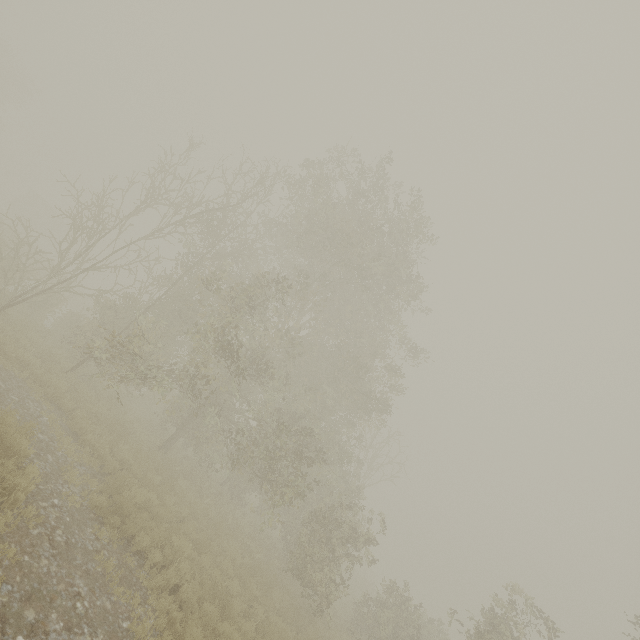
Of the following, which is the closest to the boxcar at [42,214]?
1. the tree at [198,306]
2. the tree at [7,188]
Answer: the tree at [7,188]

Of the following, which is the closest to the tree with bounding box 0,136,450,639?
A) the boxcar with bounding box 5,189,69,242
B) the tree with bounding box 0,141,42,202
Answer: the boxcar with bounding box 5,189,69,242

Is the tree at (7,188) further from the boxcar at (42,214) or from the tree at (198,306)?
the tree at (198,306)

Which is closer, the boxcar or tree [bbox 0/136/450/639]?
tree [bbox 0/136/450/639]

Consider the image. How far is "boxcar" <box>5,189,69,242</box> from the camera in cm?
4244

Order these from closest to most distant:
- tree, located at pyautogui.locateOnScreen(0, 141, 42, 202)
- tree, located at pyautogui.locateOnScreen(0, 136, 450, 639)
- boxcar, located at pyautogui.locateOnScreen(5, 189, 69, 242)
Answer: tree, located at pyautogui.locateOnScreen(0, 136, 450, 639)
boxcar, located at pyautogui.locateOnScreen(5, 189, 69, 242)
tree, located at pyautogui.locateOnScreen(0, 141, 42, 202)

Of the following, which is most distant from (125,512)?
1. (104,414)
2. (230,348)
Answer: (104,414)

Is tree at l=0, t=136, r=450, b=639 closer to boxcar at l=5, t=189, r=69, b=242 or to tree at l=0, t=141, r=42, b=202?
boxcar at l=5, t=189, r=69, b=242
